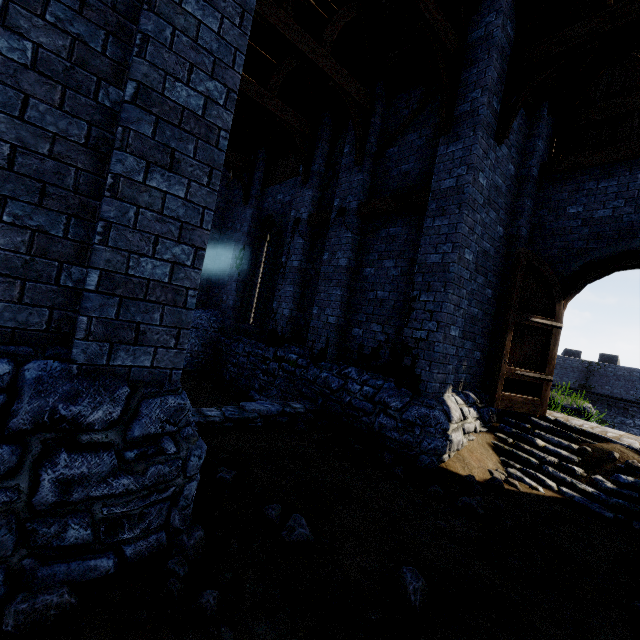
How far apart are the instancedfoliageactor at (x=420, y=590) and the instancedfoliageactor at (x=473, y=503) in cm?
179

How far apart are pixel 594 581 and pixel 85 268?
5.8m

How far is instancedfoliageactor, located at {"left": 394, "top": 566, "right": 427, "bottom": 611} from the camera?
2.5m

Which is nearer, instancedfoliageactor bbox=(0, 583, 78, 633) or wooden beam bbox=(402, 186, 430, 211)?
instancedfoliageactor bbox=(0, 583, 78, 633)

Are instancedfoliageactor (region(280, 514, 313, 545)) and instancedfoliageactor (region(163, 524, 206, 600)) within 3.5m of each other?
yes

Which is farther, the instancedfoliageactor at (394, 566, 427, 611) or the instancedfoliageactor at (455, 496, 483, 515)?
the instancedfoliageactor at (455, 496, 483, 515)

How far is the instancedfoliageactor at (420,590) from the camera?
2.5m

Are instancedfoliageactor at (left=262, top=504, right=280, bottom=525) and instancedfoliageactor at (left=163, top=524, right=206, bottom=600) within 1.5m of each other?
yes
